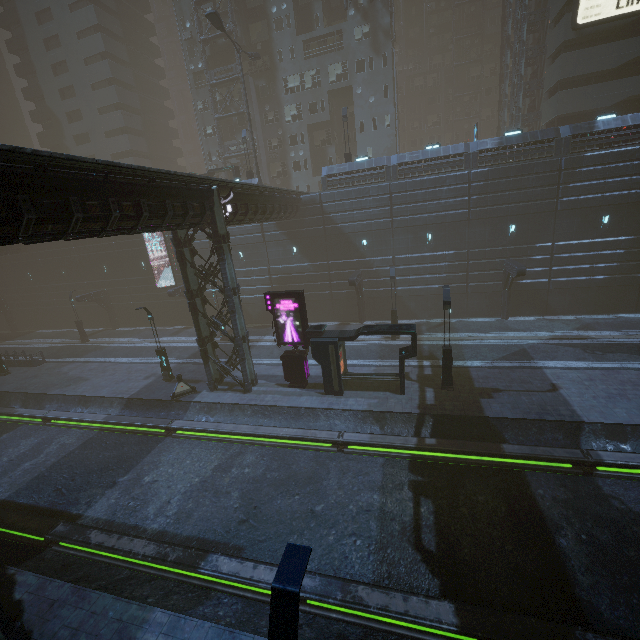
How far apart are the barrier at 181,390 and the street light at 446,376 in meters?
15.1

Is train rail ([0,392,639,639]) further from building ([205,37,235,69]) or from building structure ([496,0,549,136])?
building structure ([496,0,549,136])

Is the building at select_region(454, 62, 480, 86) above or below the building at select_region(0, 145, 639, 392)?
above

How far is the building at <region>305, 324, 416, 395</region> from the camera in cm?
1689

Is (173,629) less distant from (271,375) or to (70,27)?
(271,375)

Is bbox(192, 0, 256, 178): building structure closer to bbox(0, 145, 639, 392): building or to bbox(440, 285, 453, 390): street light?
bbox(0, 145, 639, 392): building

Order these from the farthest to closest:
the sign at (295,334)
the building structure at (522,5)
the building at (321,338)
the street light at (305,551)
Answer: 1. the building structure at (522,5)
2. the sign at (295,334)
3. the building at (321,338)
4. the street light at (305,551)

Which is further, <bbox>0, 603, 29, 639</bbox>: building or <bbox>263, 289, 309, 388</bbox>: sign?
<bbox>263, 289, 309, 388</bbox>: sign
